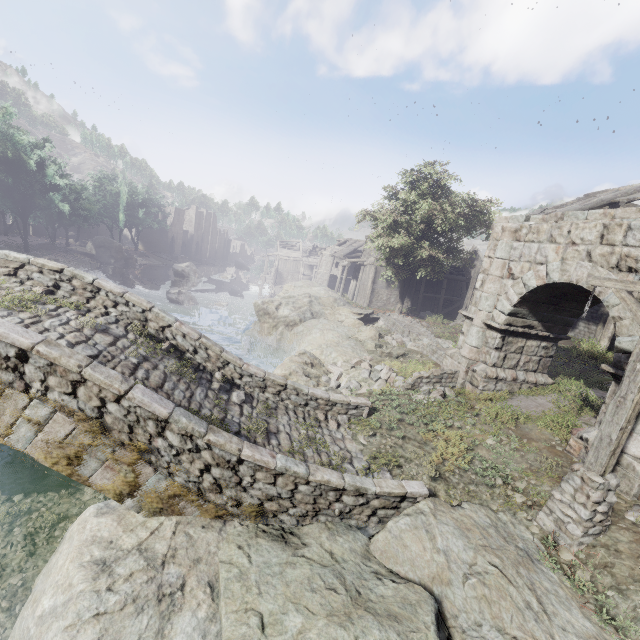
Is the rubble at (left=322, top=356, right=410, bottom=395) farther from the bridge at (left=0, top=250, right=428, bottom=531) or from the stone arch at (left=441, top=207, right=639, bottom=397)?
the bridge at (left=0, top=250, right=428, bottom=531)

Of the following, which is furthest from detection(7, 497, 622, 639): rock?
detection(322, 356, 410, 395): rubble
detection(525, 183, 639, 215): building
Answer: detection(525, 183, 639, 215): building

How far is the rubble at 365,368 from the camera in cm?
1264

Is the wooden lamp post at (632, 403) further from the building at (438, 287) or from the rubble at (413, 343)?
the rubble at (413, 343)

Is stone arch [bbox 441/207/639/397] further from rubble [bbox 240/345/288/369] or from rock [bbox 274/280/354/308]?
rock [bbox 274/280/354/308]

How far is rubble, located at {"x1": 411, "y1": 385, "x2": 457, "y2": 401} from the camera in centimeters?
1108cm

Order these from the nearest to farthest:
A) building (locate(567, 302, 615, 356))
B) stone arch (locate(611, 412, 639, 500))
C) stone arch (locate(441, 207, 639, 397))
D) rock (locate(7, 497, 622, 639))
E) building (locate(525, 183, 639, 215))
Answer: rock (locate(7, 497, 622, 639)) → stone arch (locate(611, 412, 639, 500)) → stone arch (locate(441, 207, 639, 397)) → building (locate(567, 302, 615, 356)) → building (locate(525, 183, 639, 215))

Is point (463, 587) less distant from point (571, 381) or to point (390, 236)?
point (571, 381)
